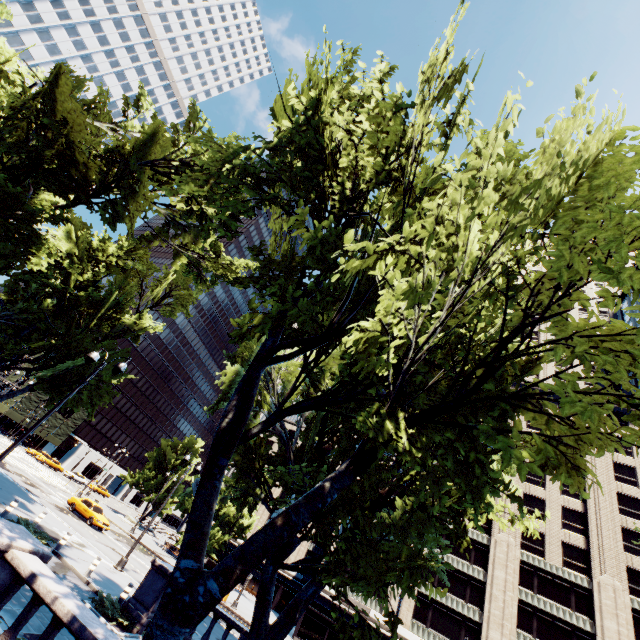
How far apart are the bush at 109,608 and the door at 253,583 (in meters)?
55.04

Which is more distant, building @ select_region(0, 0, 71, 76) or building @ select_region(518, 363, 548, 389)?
building @ select_region(0, 0, 71, 76)

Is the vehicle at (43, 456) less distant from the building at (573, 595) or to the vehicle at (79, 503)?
the building at (573, 595)

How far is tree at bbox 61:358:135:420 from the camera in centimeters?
2278cm

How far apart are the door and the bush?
55.0 meters

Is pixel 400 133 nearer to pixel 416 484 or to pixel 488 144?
pixel 488 144

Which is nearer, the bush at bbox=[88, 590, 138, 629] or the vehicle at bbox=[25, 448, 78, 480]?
the bush at bbox=[88, 590, 138, 629]

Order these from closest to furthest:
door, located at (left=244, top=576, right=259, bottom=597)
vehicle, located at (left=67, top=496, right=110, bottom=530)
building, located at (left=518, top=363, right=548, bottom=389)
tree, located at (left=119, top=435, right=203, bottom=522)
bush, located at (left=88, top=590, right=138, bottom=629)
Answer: bush, located at (left=88, top=590, right=138, bottom=629) < vehicle, located at (left=67, top=496, right=110, bottom=530) < tree, located at (left=119, top=435, right=203, bottom=522) < building, located at (left=518, top=363, right=548, bottom=389) < door, located at (left=244, top=576, right=259, bottom=597)
